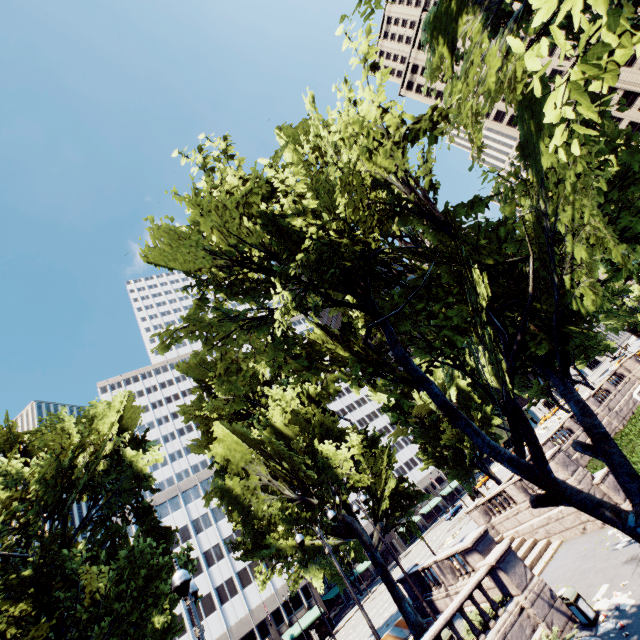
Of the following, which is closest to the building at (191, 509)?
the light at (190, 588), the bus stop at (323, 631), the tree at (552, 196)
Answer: the tree at (552, 196)

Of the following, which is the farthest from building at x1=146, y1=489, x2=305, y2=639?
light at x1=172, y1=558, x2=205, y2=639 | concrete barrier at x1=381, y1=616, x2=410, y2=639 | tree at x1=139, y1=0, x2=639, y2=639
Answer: light at x1=172, y1=558, x2=205, y2=639

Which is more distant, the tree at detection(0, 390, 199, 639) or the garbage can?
the tree at detection(0, 390, 199, 639)

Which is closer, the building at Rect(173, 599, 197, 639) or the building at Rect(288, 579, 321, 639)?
the building at Rect(173, 599, 197, 639)

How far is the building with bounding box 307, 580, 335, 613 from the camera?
51.48m

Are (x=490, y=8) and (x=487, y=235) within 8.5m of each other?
yes

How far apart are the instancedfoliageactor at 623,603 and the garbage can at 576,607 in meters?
0.4

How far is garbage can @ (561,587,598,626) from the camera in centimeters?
1194cm
